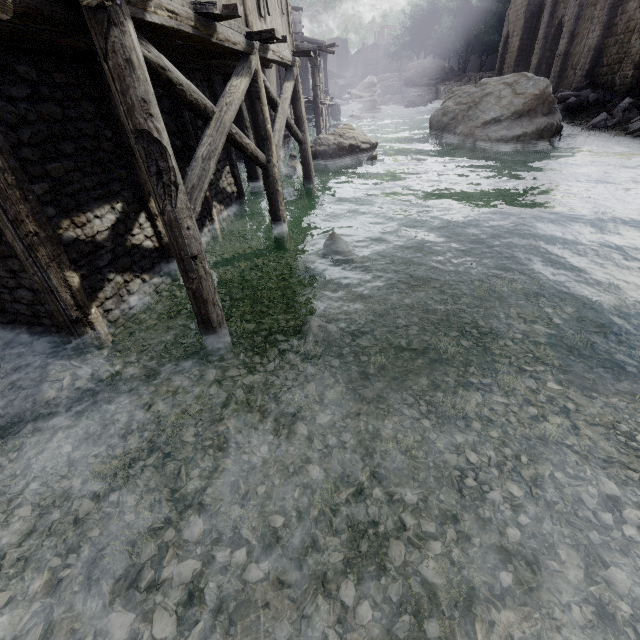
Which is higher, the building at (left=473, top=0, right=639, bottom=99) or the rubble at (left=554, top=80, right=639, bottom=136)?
the building at (left=473, top=0, right=639, bottom=99)

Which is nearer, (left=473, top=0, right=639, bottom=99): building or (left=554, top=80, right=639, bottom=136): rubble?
(left=554, top=80, right=639, bottom=136): rubble

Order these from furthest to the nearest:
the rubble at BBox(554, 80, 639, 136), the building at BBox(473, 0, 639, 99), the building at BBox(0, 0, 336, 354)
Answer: the building at BBox(473, 0, 639, 99) → the rubble at BBox(554, 80, 639, 136) → the building at BBox(0, 0, 336, 354)

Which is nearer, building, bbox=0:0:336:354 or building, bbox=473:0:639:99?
building, bbox=0:0:336:354

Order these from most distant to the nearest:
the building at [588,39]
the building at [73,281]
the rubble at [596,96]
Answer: the building at [588,39]
the rubble at [596,96]
the building at [73,281]

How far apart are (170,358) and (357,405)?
3.3m

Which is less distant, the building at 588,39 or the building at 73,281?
the building at 73,281
